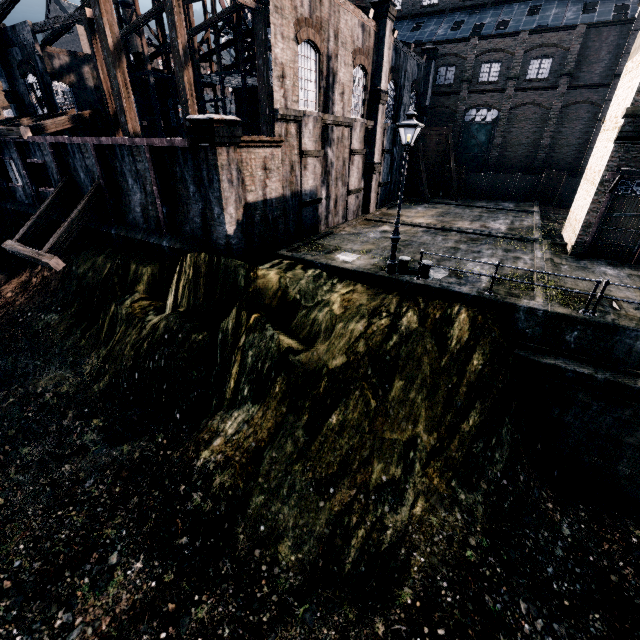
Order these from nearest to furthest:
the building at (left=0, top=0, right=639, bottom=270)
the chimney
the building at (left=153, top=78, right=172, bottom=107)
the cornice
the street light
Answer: the street light < the cornice < the building at (left=0, top=0, right=639, bottom=270) < the building at (left=153, top=78, right=172, bottom=107) < the chimney

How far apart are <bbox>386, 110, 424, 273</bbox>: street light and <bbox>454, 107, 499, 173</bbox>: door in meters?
32.1

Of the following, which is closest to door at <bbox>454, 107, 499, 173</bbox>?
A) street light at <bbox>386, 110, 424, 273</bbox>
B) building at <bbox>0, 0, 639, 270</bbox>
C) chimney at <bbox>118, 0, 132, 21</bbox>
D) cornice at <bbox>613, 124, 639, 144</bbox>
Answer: building at <bbox>0, 0, 639, 270</bbox>

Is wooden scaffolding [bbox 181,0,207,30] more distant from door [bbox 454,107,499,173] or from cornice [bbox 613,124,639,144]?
cornice [bbox 613,124,639,144]

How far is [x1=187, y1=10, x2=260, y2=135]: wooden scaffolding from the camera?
29.48m

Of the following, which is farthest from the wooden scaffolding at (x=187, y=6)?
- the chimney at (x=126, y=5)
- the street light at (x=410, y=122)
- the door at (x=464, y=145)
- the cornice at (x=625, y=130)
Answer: the cornice at (x=625, y=130)

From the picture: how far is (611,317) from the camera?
10.7 meters

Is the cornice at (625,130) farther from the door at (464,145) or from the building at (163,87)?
the door at (464,145)
